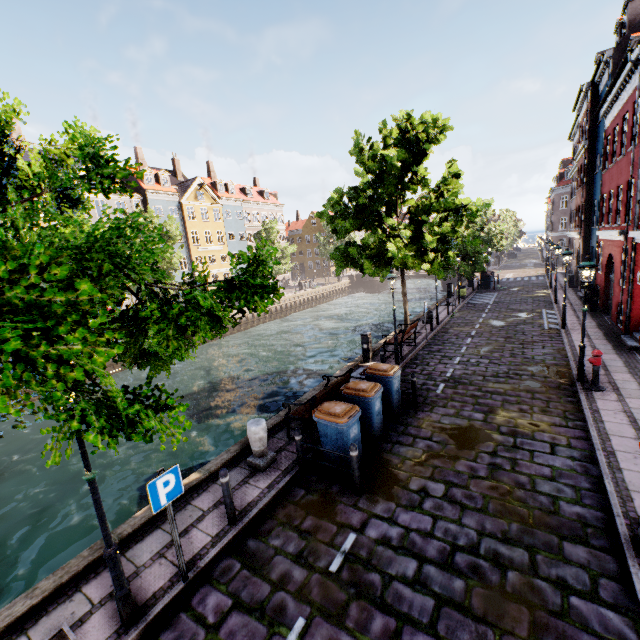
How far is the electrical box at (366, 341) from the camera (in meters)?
13.74

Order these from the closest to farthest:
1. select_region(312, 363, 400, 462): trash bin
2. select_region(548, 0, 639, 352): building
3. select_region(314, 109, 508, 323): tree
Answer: select_region(312, 363, 400, 462): trash bin
select_region(548, 0, 639, 352): building
select_region(314, 109, 508, 323): tree

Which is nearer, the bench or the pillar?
the pillar

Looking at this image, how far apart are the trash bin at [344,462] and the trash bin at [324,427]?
0.44m

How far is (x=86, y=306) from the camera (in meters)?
1.42

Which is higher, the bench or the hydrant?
the hydrant

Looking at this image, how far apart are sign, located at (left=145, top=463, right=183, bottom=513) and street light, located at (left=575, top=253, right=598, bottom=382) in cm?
1137

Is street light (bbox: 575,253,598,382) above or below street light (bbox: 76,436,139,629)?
above
